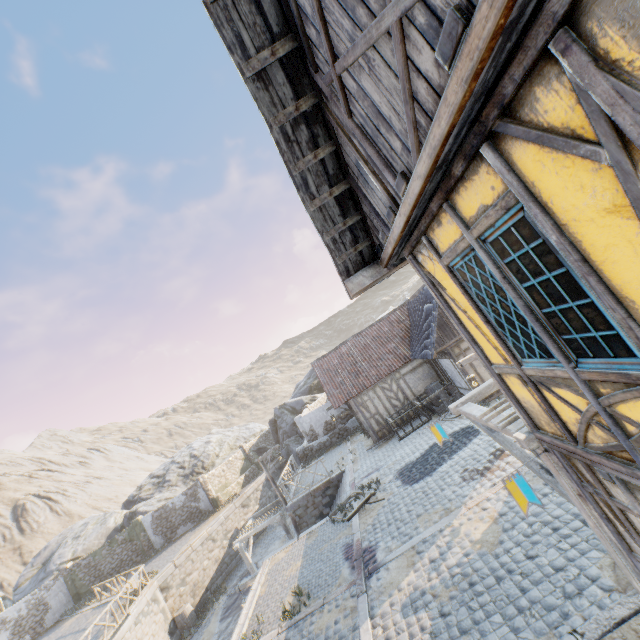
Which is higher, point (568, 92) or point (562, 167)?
point (568, 92)

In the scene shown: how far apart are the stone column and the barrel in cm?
798

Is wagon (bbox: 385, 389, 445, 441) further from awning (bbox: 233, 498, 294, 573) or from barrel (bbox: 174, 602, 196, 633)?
barrel (bbox: 174, 602, 196, 633)

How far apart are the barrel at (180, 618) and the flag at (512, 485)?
23.49m

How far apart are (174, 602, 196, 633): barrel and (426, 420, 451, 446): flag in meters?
21.3 m

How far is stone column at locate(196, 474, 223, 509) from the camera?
27.8m

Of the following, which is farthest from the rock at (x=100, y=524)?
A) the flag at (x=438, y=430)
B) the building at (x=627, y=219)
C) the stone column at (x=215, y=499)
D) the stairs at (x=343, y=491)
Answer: the stairs at (x=343, y=491)

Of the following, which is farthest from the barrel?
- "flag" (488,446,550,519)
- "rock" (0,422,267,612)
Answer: "flag" (488,446,550,519)
